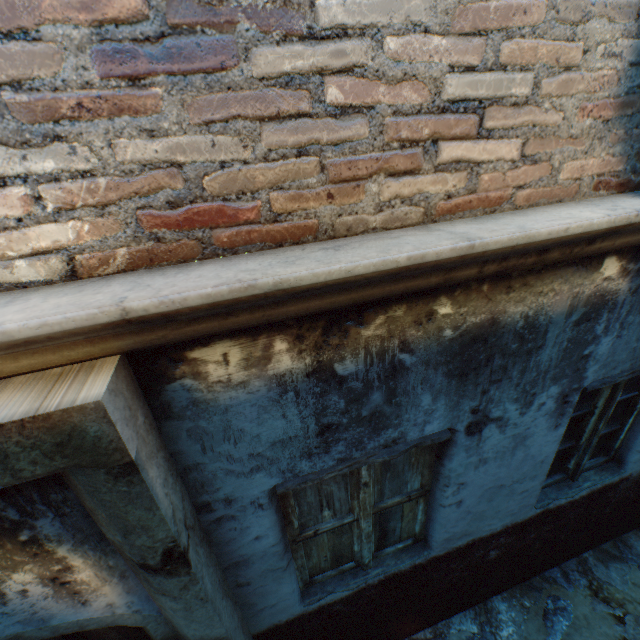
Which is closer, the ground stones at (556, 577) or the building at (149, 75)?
the building at (149, 75)

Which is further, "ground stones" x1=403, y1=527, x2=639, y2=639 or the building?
"ground stones" x1=403, y1=527, x2=639, y2=639

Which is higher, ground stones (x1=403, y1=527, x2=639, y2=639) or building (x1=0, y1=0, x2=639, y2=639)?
building (x1=0, y1=0, x2=639, y2=639)

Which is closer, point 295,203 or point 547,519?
point 295,203

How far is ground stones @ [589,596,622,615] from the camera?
3.2 meters
